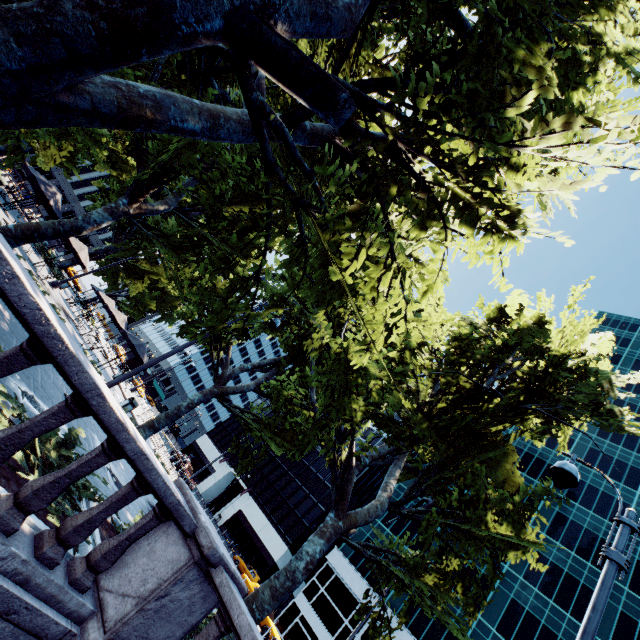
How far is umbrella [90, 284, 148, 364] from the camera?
18.7m

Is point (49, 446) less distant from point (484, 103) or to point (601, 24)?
point (484, 103)

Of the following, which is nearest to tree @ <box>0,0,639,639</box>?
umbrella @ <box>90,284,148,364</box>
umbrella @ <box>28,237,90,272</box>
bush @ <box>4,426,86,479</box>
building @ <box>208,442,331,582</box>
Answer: umbrella @ <box>28,237,90,272</box>

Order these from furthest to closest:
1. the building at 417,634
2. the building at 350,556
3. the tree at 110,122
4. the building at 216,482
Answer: the building at 216,482, the building at 350,556, the building at 417,634, the tree at 110,122

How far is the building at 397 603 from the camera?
36.44m

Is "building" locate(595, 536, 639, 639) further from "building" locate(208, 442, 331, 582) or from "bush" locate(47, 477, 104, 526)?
"bush" locate(47, 477, 104, 526)

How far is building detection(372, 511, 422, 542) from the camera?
43.8m

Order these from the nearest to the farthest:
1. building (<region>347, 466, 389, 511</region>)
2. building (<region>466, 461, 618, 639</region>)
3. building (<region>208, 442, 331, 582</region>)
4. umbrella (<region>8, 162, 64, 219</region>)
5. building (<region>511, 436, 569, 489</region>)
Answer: umbrella (<region>8, 162, 64, 219</region>), building (<region>466, 461, 618, 639</region>), building (<region>208, 442, 331, 582</region>), building (<region>511, 436, 569, 489</region>), building (<region>347, 466, 389, 511</region>)
